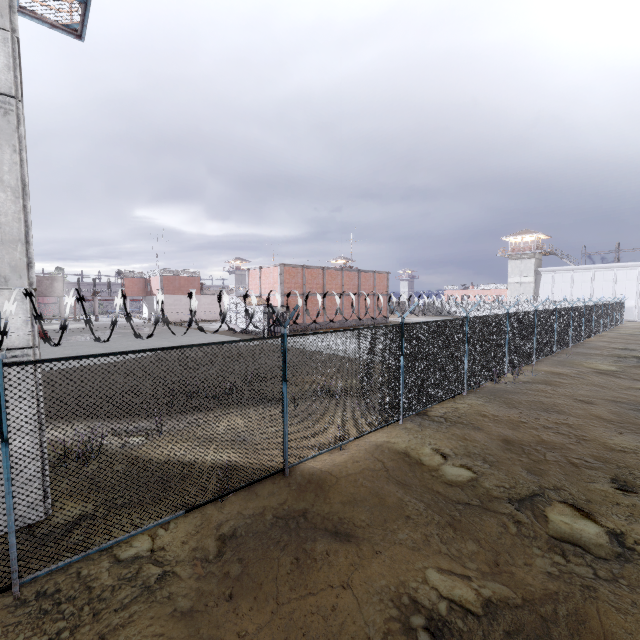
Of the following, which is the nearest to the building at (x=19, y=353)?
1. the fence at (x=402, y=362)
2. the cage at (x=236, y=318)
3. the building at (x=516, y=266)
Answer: the fence at (x=402, y=362)

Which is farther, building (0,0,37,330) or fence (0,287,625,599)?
building (0,0,37,330)

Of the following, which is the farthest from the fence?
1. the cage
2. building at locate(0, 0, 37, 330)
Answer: the cage

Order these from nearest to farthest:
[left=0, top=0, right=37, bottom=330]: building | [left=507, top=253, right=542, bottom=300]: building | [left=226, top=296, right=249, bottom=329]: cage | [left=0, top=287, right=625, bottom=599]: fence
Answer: [left=0, top=287, right=625, bottom=599]: fence < [left=0, top=0, right=37, bottom=330]: building < [left=226, top=296, right=249, bottom=329]: cage < [left=507, top=253, right=542, bottom=300]: building

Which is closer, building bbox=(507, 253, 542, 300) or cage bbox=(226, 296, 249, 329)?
cage bbox=(226, 296, 249, 329)

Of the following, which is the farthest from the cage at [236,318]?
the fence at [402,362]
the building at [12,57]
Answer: the building at [12,57]

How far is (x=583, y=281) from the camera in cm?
4959

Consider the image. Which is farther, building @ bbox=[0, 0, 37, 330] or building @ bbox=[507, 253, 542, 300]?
building @ bbox=[507, 253, 542, 300]
